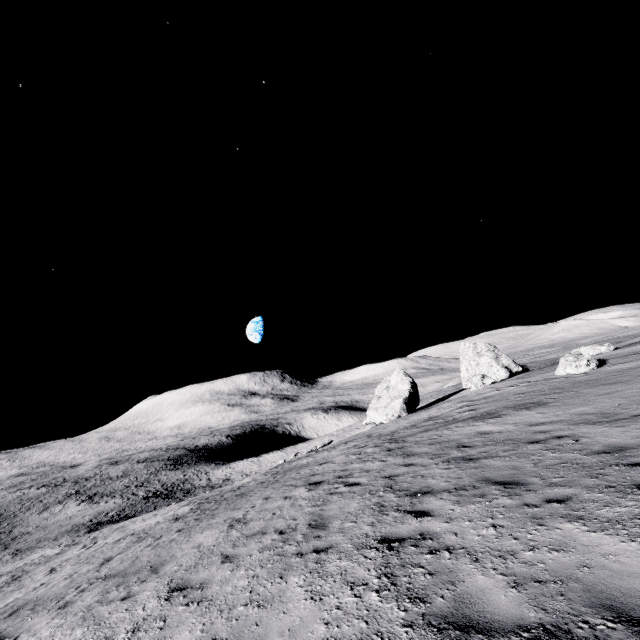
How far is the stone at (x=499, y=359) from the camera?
37.3m

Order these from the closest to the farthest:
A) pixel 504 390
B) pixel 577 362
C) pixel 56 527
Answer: pixel 577 362, pixel 504 390, pixel 56 527

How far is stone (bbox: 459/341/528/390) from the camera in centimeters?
3728cm

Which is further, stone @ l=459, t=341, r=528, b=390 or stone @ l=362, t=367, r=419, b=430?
stone @ l=459, t=341, r=528, b=390

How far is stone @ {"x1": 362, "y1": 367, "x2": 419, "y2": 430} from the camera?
35.91m

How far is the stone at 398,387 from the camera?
35.9m
